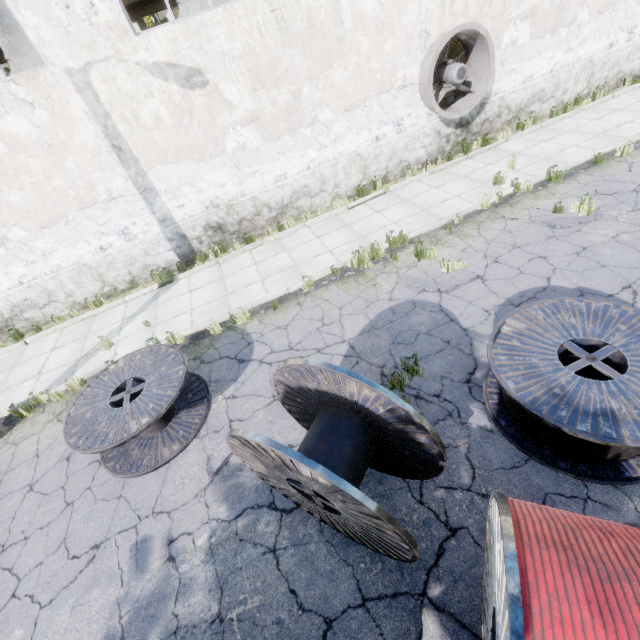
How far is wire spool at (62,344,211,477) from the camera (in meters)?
4.76

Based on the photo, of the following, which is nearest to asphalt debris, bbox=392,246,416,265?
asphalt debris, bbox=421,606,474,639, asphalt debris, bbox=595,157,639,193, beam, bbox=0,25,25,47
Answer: asphalt debris, bbox=595,157,639,193

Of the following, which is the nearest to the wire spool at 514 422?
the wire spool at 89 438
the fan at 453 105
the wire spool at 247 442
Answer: the wire spool at 247 442

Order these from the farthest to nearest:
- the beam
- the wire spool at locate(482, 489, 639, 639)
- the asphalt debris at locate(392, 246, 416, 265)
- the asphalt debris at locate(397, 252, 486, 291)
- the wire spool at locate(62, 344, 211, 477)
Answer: the beam < the asphalt debris at locate(392, 246, 416, 265) < the asphalt debris at locate(397, 252, 486, 291) < the wire spool at locate(62, 344, 211, 477) < the wire spool at locate(482, 489, 639, 639)

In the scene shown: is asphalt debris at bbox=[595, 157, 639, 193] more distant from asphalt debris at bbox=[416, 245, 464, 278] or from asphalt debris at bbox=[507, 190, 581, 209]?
asphalt debris at bbox=[416, 245, 464, 278]

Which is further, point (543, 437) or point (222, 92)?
point (222, 92)

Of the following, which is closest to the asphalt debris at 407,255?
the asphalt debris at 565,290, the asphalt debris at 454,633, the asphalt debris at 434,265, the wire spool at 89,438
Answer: the asphalt debris at 434,265

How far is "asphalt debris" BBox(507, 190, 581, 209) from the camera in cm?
736
